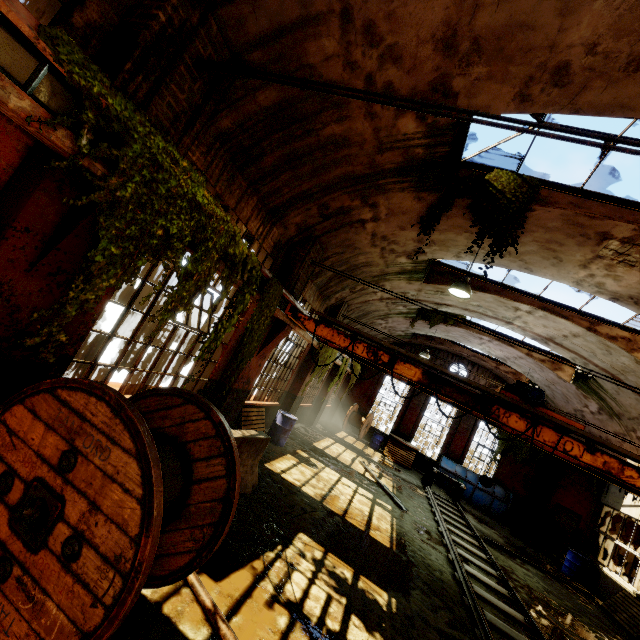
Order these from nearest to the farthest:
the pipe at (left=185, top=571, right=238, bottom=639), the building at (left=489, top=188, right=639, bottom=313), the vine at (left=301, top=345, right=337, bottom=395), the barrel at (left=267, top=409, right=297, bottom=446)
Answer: the pipe at (left=185, top=571, right=238, bottom=639) < the building at (left=489, top=188, right=639, bottom=313) < the barrel at (left=267, top=409, right=297, bottom=446) < the vine at (left=301, top=345, right=337, bottom=395)

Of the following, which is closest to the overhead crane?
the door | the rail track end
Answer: the rail track end

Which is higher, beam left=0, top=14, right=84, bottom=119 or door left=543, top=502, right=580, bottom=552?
beam left=0, top=14, right=84, bottom=119

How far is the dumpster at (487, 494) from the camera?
16.9 meters

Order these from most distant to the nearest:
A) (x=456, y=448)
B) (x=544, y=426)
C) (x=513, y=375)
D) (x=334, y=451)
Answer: (x=456, y=448), (x=513, y=375), (x=334, y=451), (x=544, y=426)

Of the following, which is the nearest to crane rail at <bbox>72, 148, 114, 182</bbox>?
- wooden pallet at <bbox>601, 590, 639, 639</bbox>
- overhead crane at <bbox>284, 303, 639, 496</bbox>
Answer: overhead crane at <bbox>284, 303, 639, 496</bbox>

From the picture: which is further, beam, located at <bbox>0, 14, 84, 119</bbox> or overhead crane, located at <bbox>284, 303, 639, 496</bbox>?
overhead crane, located at <bbox>284, 303, 639, 496</bbox>

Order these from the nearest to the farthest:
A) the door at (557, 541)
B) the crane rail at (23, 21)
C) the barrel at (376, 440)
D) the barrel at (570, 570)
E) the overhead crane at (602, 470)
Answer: the crane rail at (23, 21) < the overhead crane at (602, 470) < the barrel at (570, 570) < the door at (557, 541) < the barrel at (376, 440)
